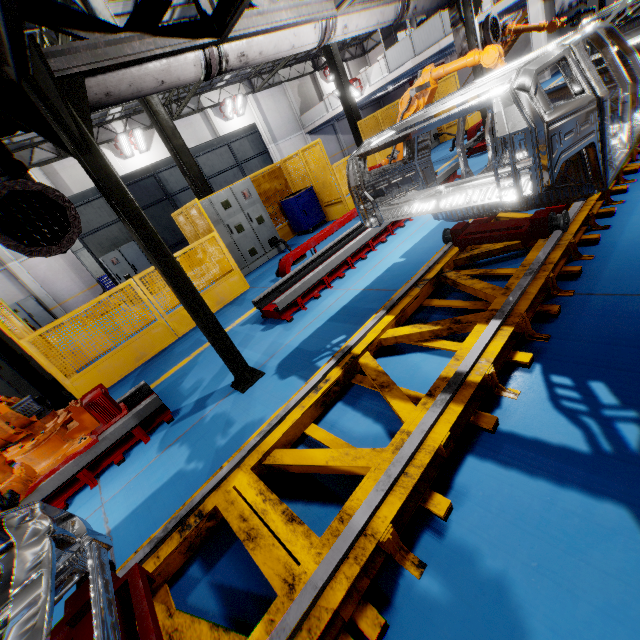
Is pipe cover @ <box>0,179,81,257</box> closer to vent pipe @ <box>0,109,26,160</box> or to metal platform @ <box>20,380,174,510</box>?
vent pipe @ <box>0,109,26,160</box>

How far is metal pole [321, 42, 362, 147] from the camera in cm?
1227

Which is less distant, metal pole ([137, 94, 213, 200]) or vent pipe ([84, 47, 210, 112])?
vent pipe ([84, 47, 210, 112])

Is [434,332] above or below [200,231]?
below

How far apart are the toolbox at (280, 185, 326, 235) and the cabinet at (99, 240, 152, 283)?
6.6 meters

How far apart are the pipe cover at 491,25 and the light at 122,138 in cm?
2130

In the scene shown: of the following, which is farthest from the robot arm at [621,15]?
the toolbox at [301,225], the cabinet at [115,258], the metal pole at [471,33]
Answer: the cabinet at [115,258]

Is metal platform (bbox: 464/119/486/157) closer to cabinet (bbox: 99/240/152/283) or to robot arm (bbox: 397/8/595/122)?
robot arm (bbox: 397/8/595/122)
